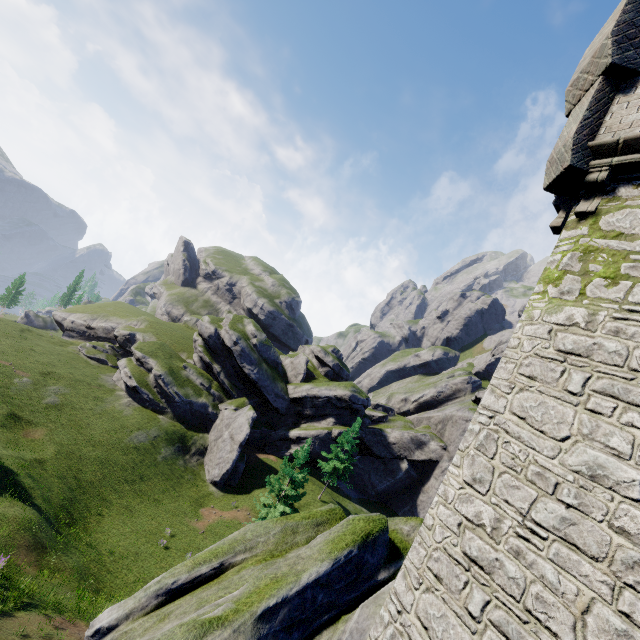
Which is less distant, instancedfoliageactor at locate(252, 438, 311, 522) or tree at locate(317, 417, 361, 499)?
instancedfoliageactor at locate(252, 438, 311, 522)

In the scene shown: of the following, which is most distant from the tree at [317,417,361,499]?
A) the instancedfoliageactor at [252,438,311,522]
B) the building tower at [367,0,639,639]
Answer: the building tower at [367,0,639,639]

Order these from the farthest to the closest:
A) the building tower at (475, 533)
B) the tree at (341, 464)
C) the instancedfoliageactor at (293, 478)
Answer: the tree at (341, 464) < the instancedfoliageactor at (293, 478) < the building tower at (475, 533)

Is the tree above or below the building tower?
below

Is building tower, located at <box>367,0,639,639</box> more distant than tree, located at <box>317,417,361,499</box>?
No

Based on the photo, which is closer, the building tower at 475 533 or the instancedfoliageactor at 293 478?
the building tower at 475 533

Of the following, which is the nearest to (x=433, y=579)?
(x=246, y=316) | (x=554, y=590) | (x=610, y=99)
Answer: (x=554, y=590)

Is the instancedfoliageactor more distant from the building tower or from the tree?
the building tower
